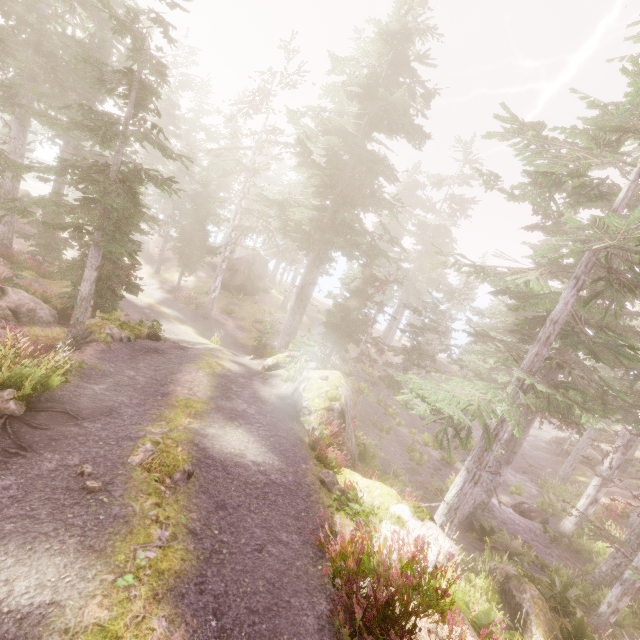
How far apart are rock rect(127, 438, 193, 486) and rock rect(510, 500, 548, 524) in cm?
2283

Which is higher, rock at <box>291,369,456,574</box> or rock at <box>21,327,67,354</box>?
rock at <box>291,369,456,574</box>

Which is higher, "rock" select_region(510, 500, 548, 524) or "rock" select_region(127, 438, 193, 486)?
"rock" select_region(127, 438, 193, 486)

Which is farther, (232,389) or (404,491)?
(404,491)

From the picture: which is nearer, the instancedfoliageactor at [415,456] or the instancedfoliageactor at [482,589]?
the instancedfoliageactor at [482,589]

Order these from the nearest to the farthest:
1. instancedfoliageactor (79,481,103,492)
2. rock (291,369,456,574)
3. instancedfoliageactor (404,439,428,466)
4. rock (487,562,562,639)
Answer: instancedfoliageactor (79,481,103,492) < rock (291,369,456,574) < rock (487,562,562,639) < instancedfoliageactor (404,439,428,466)

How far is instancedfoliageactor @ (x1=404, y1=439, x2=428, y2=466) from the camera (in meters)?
22.97

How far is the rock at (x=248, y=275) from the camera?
34.5 meters
